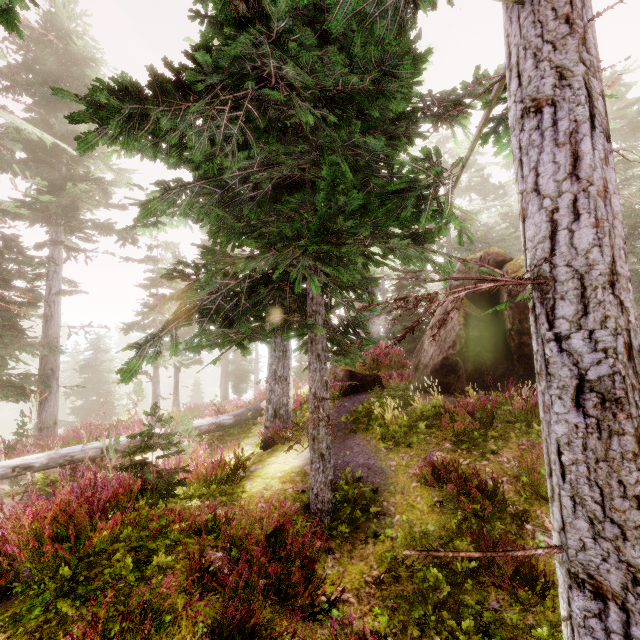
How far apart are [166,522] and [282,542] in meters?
1.8

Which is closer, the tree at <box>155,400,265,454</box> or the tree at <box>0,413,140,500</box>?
the tree at <box>0,413,140,500</box>

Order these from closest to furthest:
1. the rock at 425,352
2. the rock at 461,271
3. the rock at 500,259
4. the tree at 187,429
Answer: the tree at 187,429, the rock at 425,352, the rock at 500,259, the rock at 461,271

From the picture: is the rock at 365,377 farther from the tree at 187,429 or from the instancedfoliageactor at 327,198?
the tree at 187,429

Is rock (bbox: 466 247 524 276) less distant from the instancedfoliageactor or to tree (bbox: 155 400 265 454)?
the instancedfoliageactor

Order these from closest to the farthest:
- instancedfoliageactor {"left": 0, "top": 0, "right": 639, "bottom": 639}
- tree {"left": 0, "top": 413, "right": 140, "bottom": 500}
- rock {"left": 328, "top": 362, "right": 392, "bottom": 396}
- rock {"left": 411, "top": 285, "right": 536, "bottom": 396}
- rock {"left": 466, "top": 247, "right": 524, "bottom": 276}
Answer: instancedfoliageactor {"left": 0, "top": 0, "right": 639, "bottom": 639}
tree {"left": 0, "top": 413, "right": 140, "bottom": 500}
rock {"left": 411, "top": 285, "right": 536, "bottom": 396}
rock {"left": 466, "top": 247, "right": 524, "bottom": 276}
rock {"left": 328, "top": 362, "right": 392, "bottom": 396}

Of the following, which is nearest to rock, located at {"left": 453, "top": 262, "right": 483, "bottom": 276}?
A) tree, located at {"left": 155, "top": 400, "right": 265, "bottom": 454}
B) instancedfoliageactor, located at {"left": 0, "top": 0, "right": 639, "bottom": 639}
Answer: instancedfoliageactor, located at {"left": 0, "top": 0, "right": 639, "bottom": 639}
